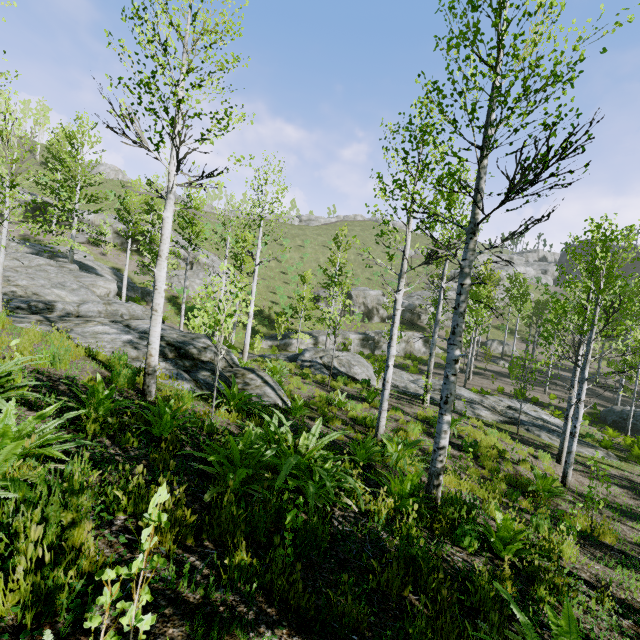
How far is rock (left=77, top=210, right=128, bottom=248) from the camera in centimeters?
3534cm

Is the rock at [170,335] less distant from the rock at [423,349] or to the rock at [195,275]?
the rock at [423,349]

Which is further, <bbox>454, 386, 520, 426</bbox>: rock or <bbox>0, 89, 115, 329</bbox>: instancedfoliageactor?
<bbox>454, 386, 520, 426</bbox>: rock

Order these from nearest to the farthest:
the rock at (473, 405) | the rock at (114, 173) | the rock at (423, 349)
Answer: the rock at (473, 405), the rock at (423, 349), the rock at (114, 173)

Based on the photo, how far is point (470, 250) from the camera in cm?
470

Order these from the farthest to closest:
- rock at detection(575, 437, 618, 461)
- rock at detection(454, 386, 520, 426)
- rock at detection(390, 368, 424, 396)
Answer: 1. rock at detection(390, 368, 424, 396)
2. rock at detection(454, 386, 520, 426)
3. rock at detection(575, 437, 618, 461)

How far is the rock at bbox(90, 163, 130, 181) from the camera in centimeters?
5650cm

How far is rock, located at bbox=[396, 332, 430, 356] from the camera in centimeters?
3341cm
